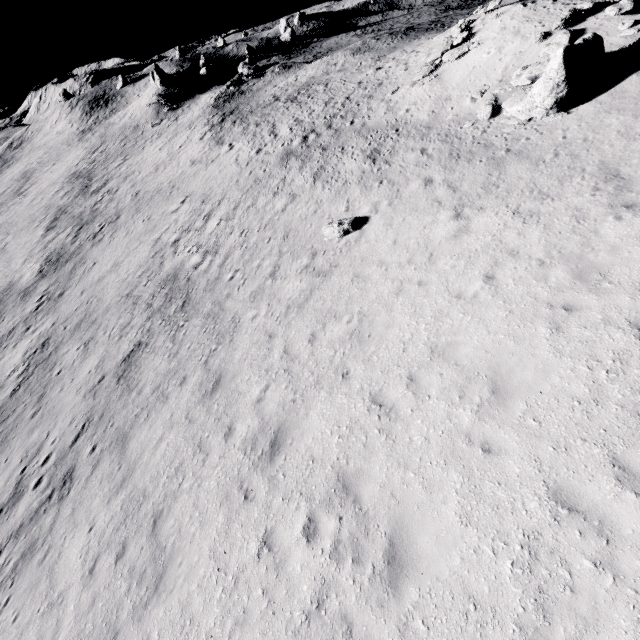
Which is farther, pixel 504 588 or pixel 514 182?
pixel 514 182

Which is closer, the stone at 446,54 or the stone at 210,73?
the stone at 446,54

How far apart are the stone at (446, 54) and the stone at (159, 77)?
47.54m

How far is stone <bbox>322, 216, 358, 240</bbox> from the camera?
15.0m

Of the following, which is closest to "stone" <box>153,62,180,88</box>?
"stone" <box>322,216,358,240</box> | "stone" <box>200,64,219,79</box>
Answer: "stone" <box>200,64,219,79</box>

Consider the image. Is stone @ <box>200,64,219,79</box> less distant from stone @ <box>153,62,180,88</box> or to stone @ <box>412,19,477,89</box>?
stone @ <box>153,62,180,88</box>

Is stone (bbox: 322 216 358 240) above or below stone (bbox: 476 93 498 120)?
below

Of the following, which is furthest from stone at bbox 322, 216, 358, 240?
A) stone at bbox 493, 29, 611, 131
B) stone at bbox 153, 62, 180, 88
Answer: stone at bbox 153, 62, 180, 88
